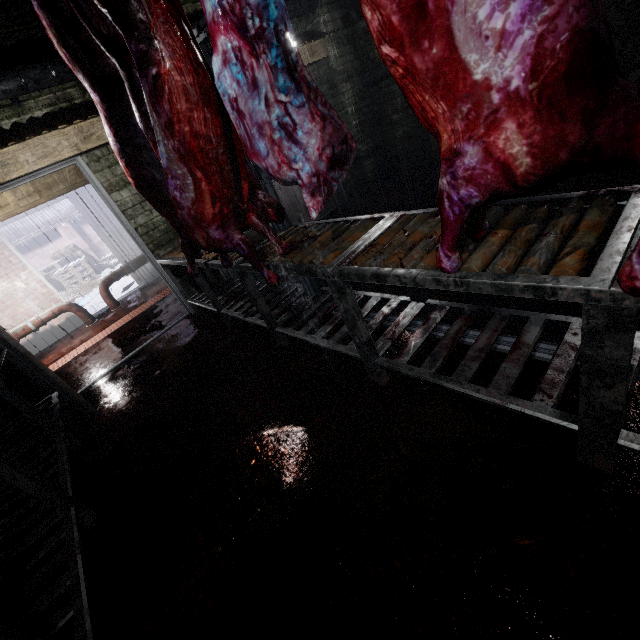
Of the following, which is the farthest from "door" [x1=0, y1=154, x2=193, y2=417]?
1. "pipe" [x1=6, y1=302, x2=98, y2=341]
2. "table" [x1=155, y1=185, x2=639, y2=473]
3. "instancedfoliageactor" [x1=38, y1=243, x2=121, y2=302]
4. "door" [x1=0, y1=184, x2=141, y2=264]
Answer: "instancedfoliageactor" [x1=38, y1=243, x2=121, y2=302]

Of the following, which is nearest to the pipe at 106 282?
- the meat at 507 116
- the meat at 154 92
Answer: the meat at 154 92

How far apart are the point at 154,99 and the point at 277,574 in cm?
201

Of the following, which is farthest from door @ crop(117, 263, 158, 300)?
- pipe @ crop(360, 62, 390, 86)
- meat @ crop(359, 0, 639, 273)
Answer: meat @ crop(359, 0, 639, 273)

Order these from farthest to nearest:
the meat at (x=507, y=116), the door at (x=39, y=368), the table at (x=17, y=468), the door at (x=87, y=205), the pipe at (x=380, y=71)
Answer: the door at (x=87, y=205) → the pipe at (x=380, y=71) → the door at (x=39, y=368) → the table at (x=17, y=468) → the meat at (x=507, y=116)

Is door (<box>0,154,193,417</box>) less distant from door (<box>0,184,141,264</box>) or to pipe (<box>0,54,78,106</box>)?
pipe (<box>0,54,78,106</box>)

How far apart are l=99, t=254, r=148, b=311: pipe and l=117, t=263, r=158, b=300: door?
0.4m

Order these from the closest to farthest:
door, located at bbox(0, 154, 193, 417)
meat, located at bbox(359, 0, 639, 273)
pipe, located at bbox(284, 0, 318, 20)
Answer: meat, located at bbox(359, 0, 639, 273) → door, located at bbox(0, 154, 193, 417) → pipe, located at bbox(284, 0, 318, 20)
